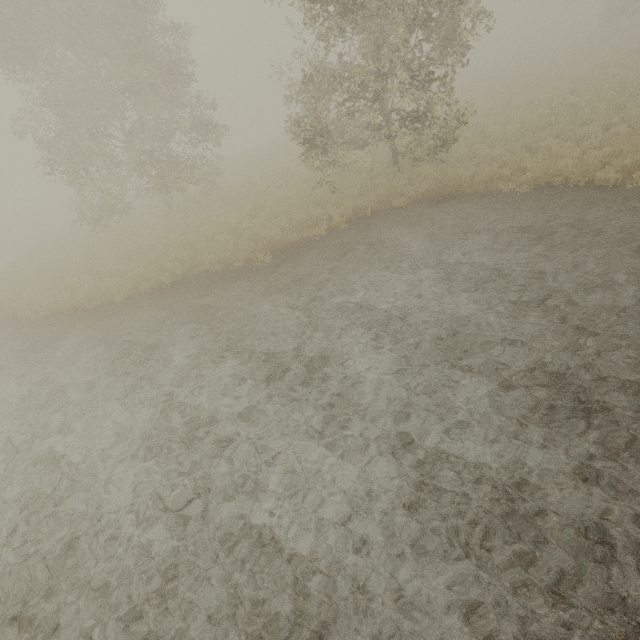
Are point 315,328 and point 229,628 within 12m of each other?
yes
